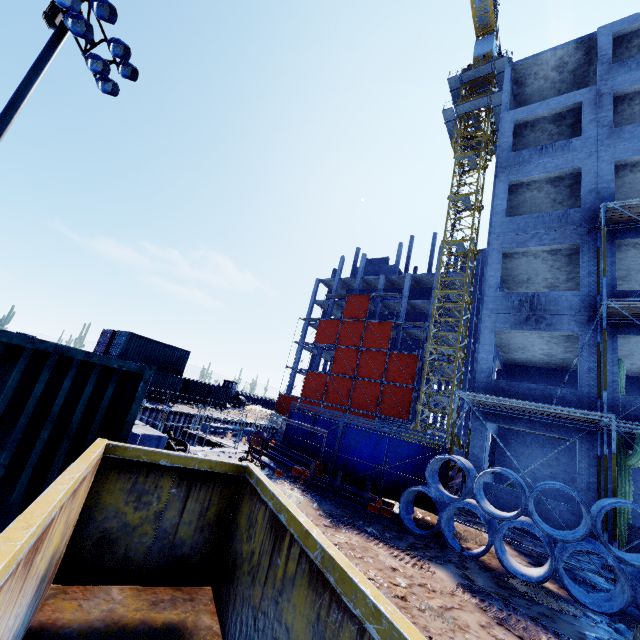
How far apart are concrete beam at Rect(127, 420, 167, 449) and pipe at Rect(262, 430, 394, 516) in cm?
557

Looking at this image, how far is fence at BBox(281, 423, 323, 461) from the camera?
13.56m

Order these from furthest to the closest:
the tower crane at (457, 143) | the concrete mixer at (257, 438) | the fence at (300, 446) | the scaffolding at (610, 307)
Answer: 1. the tower crane at (457, 143)
2. the fence at (300, 446)
3. the concrete mixer at (257, 438)
4. the scaffolding at (610, 307)

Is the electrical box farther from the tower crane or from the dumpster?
the tower crane

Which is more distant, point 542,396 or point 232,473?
point 542,396

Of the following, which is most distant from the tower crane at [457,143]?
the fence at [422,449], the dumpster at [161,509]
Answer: the dumpster at [161,509]

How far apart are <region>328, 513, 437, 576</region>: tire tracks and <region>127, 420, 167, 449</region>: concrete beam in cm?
447

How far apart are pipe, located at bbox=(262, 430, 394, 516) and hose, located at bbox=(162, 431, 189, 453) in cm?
565
